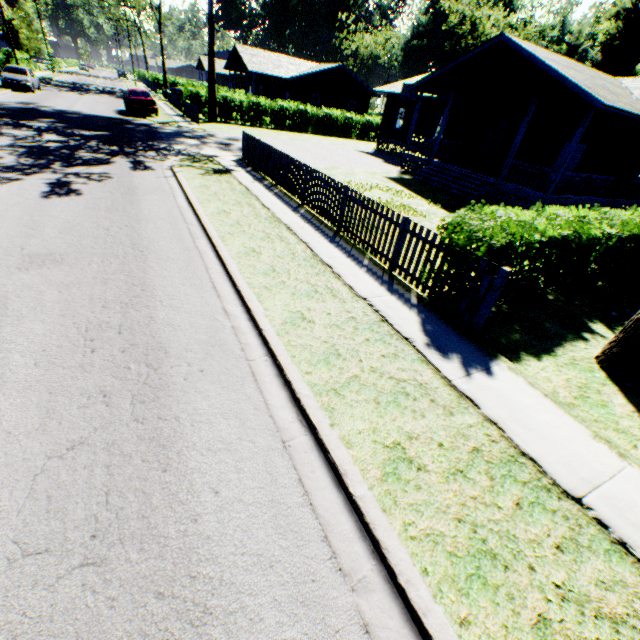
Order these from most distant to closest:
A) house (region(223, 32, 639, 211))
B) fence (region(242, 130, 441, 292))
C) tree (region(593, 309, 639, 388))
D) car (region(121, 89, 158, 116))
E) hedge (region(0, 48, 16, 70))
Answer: hedge (region(0, 48, 16, 70)) → car (region(121, 89, 158, 116)) → house (region(223, 32, 639, 211)) → fence (region(242, 130, 441, 292)) → tree (region(593, 309, 639, 388))

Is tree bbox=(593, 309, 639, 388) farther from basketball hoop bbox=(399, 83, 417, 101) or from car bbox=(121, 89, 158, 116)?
car bbox=(121, 89, 158, 116)

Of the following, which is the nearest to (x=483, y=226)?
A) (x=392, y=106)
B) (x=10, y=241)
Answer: (x=10, y=241)

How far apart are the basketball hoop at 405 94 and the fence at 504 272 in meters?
24.8

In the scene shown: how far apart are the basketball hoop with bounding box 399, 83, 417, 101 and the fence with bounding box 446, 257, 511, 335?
24.8m

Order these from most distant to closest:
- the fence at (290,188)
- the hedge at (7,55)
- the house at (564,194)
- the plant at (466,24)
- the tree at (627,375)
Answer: the plant at (466,24), the hedge at (7,55), the house at (564,194), the fence at (290,188), the tree at (627,375)

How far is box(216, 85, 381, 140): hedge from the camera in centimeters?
2998cm

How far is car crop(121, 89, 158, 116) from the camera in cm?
2327
